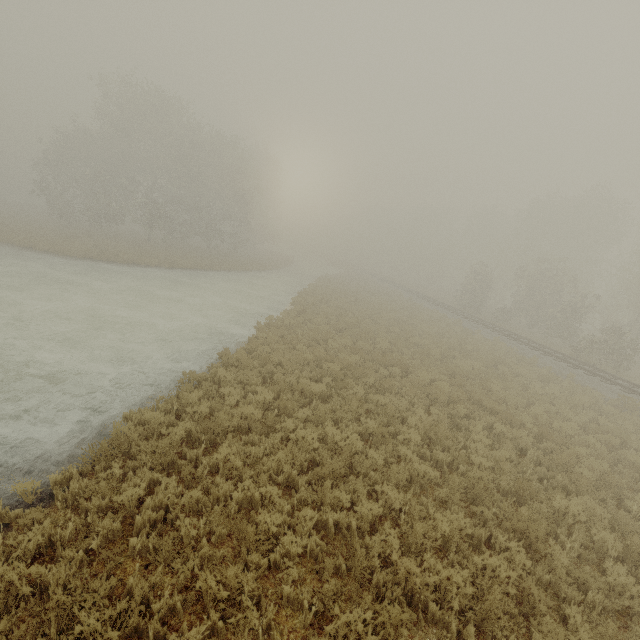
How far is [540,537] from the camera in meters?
5.7 m
